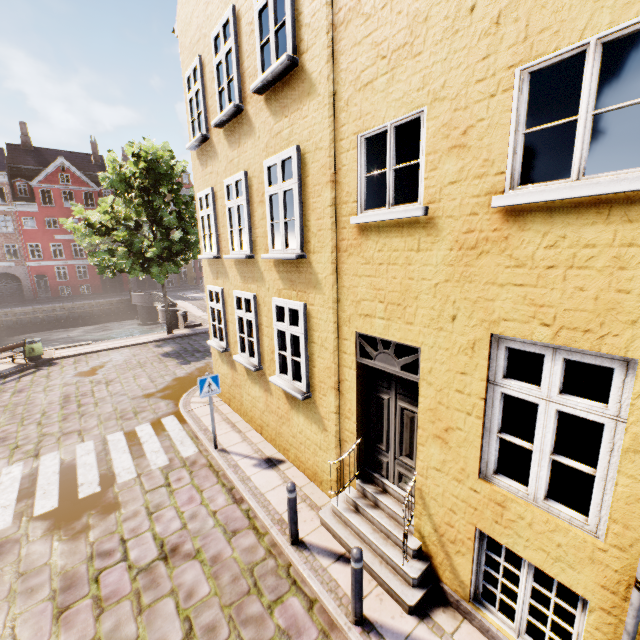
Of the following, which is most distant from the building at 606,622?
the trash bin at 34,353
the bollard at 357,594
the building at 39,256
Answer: the building at 39,256

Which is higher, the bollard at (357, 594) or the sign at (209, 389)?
the sign at (209, 389)

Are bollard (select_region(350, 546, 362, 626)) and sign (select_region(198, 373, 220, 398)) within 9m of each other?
yes

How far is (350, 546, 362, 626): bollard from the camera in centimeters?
393cm

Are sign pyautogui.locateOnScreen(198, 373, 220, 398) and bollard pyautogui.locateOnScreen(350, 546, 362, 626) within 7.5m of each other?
yes

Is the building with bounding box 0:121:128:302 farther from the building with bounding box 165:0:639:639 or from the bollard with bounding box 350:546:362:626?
the bollard with bounding box 350:546:362:626

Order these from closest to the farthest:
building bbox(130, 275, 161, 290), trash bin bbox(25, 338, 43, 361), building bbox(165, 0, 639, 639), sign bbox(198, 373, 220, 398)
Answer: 1. building bbox(165, 0, 639, 639)
2. sign bbox(198, 373, 220, 398)
3. trash bin bbox(25, 338, 43, 361)
4. building bbox(130, 275, 161, 290)

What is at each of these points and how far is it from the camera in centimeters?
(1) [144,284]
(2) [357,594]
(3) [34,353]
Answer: (1) building, 4456cm
(2) bollard, 402cm
(3) trash bin, 1500cm
